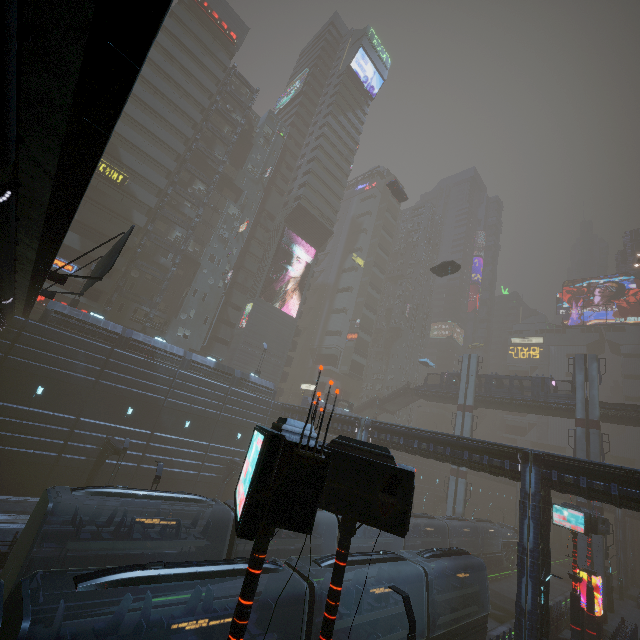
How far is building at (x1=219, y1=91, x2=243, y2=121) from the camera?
51.38m

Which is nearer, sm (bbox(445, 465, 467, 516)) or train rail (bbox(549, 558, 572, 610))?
train rail (bbox(549, 558, 572, 610))

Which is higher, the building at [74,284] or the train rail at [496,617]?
the building at [74,284]

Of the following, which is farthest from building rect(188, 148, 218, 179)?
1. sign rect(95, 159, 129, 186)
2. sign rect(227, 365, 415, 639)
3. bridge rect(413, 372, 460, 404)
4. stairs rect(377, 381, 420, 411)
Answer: bridge rect(413, 372, 460, 404)

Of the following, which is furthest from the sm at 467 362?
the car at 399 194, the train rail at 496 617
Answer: the car at 399 194

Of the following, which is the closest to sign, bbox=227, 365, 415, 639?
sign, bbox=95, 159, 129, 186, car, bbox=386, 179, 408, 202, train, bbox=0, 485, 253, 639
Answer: train, bbox=0, 485, 253, 639

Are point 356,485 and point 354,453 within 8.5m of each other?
yes
